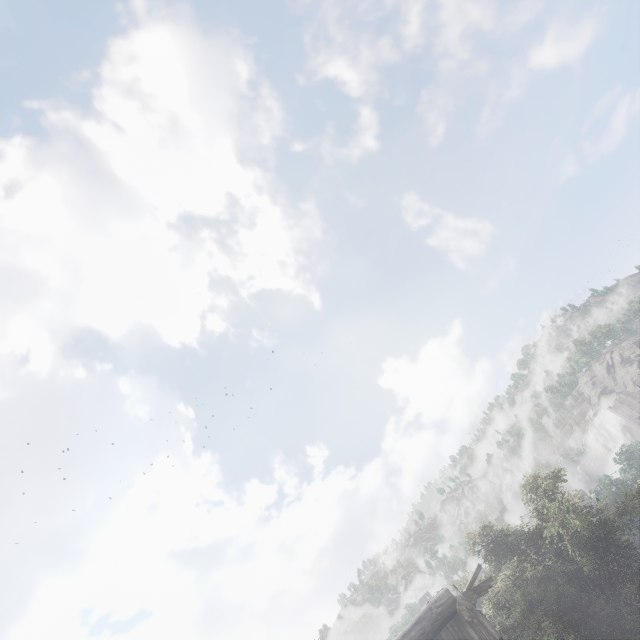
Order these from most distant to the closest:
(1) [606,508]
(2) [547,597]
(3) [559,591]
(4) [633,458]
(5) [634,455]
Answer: (4) [633,458], (5) [634,455], (1) [606,508], (3) [559,591], (2) [547,597]
